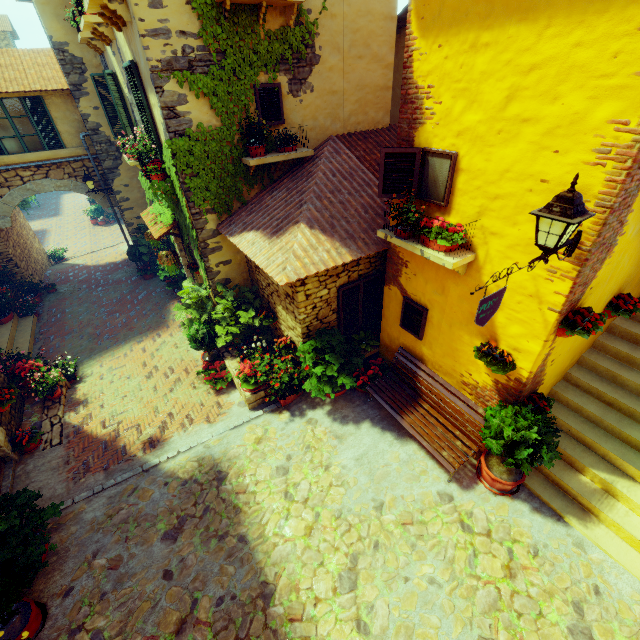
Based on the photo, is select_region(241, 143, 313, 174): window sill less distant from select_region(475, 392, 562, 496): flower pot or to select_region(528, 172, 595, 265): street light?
select_region(528, 172, 595, 265): street light

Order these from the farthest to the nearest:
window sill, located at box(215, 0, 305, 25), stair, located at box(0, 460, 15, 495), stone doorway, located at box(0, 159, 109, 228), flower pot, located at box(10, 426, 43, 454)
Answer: stone doorway, located at box(0, 159, 109, 228)
flower pot, located at box(10, 426, 43, 454)
stair, located at box(0, 460, 15, 495)
window sill, located at box(215, 0, 305, 25)

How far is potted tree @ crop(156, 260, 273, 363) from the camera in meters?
7.7

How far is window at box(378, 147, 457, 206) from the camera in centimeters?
436cm

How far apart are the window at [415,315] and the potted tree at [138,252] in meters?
11.5

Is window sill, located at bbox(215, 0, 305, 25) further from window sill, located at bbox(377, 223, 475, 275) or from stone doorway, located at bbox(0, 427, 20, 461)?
stone doorway, located at bbox(0, 427, 20, 461)

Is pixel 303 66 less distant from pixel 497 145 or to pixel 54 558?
pixel 497 145

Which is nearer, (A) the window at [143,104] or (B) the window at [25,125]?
(A) the window at [143,104]
